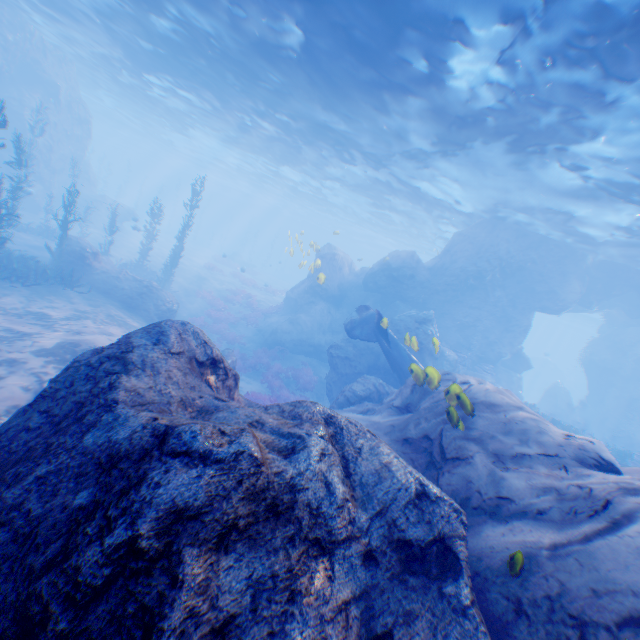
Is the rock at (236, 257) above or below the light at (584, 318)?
below

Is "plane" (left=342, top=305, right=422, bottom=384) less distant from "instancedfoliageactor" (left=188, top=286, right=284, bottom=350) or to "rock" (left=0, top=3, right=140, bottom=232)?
"rock" (left=0, top=3, right=140, bottom=232)

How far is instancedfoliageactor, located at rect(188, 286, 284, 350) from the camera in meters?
21.5 m

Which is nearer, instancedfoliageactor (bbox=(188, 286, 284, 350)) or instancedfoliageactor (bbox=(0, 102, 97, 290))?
instancedfoliageactor (bbox=(0, 102, 97, 290))

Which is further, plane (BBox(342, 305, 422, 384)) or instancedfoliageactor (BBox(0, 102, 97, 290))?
plane (BBox(342, 305, 422, 384))

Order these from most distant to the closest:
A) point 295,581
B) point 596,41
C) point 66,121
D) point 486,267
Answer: point 66,121
point 486,267
point 596,41
point 295,581

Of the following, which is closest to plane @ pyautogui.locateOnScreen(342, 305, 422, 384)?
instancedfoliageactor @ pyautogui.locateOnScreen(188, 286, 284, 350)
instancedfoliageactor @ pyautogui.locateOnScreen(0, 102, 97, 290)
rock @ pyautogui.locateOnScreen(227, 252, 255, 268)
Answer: instancedfoliageactor @ pyautogui.locateOnScreen(0, 102, 97, 290)

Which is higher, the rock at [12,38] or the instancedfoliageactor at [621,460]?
the rock at [12,38]
